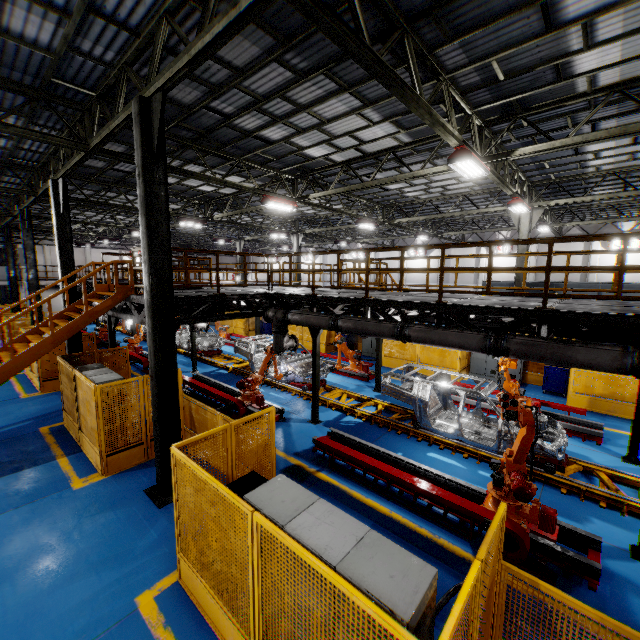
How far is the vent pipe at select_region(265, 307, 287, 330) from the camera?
10.3 meters

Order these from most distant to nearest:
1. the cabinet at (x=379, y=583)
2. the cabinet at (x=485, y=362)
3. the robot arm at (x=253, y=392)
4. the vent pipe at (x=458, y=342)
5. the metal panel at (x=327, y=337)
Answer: the metal panel at (x=327, y=337)
the cabinet at (x=485, y=362)
the robot arm at (x=253, y=392)
the vent pipe at (x=458, y=342)
the cabinet at (x=379, y=583)

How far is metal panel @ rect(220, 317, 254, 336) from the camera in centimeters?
2522cm

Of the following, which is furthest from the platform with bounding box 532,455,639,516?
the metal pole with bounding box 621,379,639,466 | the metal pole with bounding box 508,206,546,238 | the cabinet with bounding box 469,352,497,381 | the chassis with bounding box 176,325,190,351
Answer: the metal pole with bounding box 508,206,546,238

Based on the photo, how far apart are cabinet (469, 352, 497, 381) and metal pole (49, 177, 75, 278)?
16.33m

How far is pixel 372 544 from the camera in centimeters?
312cm

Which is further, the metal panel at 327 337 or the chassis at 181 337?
the metal panel at 327 337
